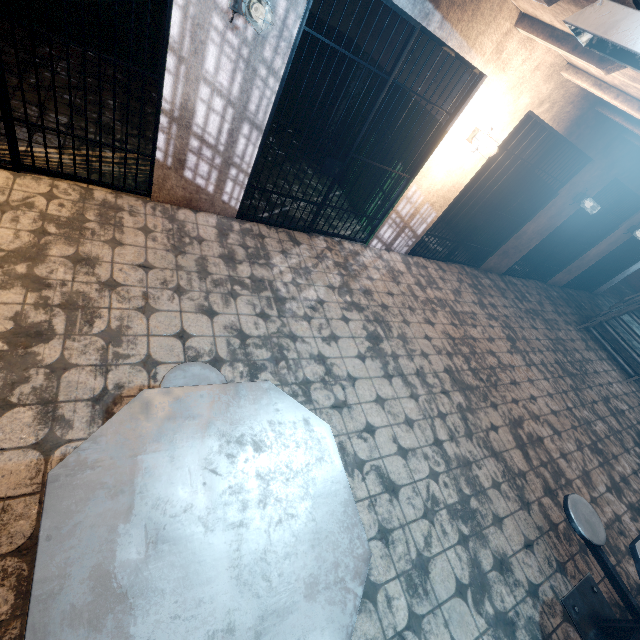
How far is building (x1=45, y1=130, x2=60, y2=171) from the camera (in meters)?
3.10

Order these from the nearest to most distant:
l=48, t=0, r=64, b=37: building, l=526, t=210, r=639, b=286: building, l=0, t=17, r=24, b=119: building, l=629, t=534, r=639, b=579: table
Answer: l=629, t=534, r=639, b=579: table, l=0, t=17, r=24, b=119: building, l=48, t=0, r=64, b=37: building, l=526, t=210, r=639, b=286: building

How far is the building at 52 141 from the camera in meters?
3.1 m

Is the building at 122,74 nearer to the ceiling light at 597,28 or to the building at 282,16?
the building at 282,16

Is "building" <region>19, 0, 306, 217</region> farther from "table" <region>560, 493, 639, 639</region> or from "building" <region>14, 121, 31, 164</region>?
"table" <region>560, 493, 639, 639</region>

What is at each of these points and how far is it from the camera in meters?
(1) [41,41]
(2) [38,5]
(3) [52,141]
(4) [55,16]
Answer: (1) building, 4.4
(2) building, 4.4
(3) building, 3.3
(4) building, 4.5

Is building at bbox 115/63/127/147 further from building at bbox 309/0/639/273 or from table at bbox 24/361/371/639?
table at bbox 24/361/371/639

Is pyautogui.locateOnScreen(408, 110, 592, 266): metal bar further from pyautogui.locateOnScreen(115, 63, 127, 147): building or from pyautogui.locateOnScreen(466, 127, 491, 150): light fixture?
pyautogui.locateOnScreen(115, 63, 127, 147): building
